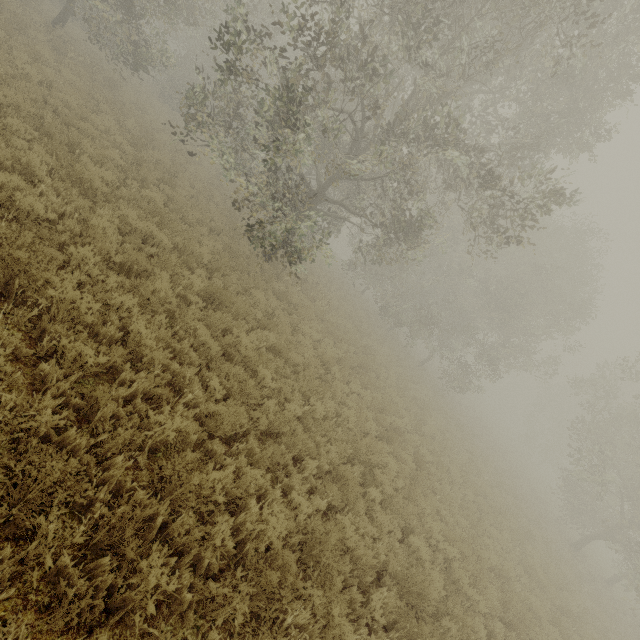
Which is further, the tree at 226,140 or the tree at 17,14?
the tree at 17,14

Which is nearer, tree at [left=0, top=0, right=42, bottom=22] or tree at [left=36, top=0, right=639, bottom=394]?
tree at [left=36, top=0, right=639, bottom=394]

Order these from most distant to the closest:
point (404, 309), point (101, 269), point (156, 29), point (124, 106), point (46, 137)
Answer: point (404, 309) → point (156, 29) → point (124, 106) → point (46, 137) → point (101, 269)

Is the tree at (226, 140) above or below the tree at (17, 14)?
above

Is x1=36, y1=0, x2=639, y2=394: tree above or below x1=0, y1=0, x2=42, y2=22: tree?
above
